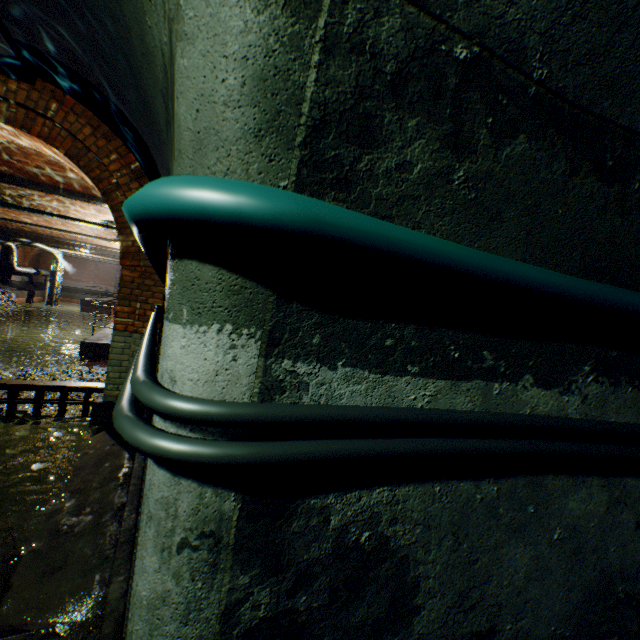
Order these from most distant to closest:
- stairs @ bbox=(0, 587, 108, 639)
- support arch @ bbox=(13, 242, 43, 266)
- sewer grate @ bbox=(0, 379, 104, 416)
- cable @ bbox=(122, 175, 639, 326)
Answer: support arch @ bbox=(13, 242, 43, 266) → sewer grate @ bbox=(0, 379, 104, 416) → stairs @ bbox=(0, 587, 108, 639) → cable @ bbox=(122, 175, 639, 326)

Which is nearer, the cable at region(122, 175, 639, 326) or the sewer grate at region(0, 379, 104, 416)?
the cable at region(122, 175, 639, 326)

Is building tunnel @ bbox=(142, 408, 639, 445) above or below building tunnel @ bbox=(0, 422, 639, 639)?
above

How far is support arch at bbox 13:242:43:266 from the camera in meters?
31.2

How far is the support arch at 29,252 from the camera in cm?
3116

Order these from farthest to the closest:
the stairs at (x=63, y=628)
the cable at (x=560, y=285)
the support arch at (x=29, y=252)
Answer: the support arch at (x=29, y=252)
the stairs at (x=63, y=628)
the cable at (x=560, y=285)

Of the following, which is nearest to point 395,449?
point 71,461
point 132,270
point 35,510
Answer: point 35,510

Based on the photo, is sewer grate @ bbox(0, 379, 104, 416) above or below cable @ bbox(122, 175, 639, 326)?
below
